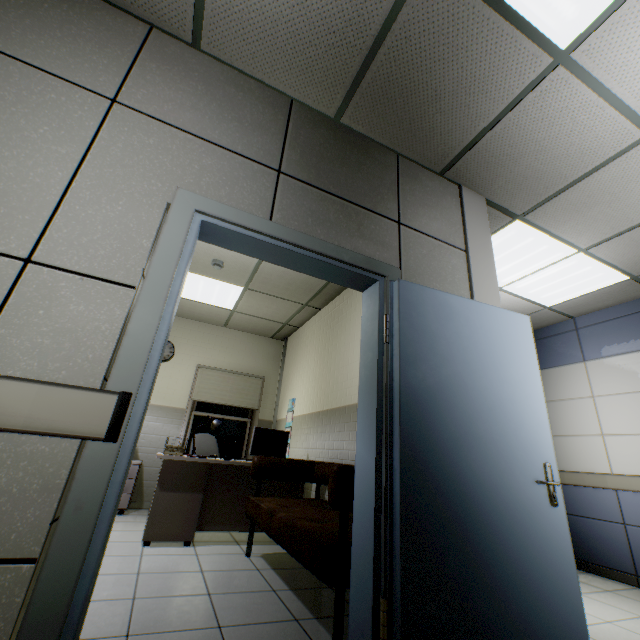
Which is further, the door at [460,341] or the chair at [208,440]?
the chair at [208,440]

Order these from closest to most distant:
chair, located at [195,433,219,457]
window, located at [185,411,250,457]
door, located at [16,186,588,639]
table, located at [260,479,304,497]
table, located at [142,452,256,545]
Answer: door, located at [16,186,588,639] → table, located at [142,452,256,545] → table, located at [260,479,304,497] → chair, located at [195,433,219,457] → window, located at [185,411,250,457]

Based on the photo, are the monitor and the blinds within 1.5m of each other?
no

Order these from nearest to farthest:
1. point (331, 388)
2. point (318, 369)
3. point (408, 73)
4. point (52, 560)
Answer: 1. point (52, 560)
2. point (408, 73)
3. point (331, 388)
4. point (318, 369)

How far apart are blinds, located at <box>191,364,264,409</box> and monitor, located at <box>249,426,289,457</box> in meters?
2.1

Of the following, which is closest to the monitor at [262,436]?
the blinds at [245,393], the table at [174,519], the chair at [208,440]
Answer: the table at [174,519]

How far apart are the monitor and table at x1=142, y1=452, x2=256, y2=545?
0.03m

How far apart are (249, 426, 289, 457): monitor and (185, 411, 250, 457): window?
2.2 meters
